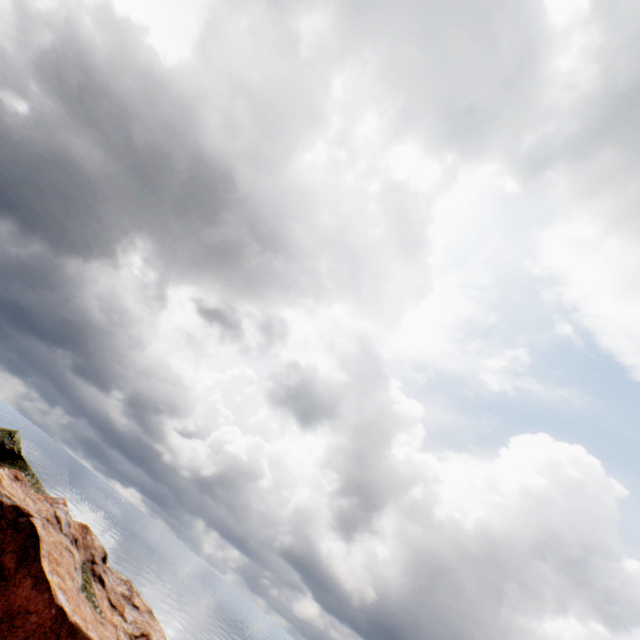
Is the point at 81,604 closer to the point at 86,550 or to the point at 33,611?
the point at 33,611
